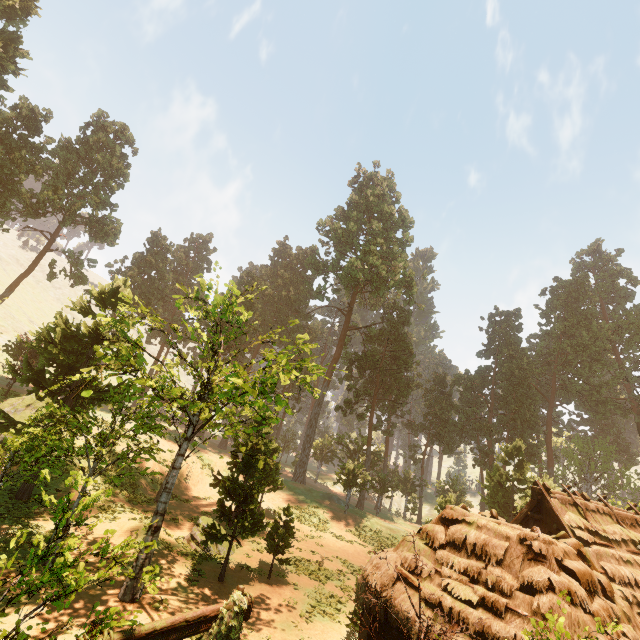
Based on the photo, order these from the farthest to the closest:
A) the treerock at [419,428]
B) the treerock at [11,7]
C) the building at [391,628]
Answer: the treerock at [11,7] < the treerock at [419,428] < the building at [391,628]

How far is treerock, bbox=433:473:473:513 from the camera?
22.9 meters

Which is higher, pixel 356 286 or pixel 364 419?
pixel 356 286

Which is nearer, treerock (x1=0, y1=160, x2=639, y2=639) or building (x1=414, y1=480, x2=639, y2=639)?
building (x1=414, y1=480, x2=639, y2=639)

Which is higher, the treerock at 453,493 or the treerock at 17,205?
the treerock at 17,205

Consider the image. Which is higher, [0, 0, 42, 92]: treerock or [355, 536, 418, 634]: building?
[0, 0, 42, 92]: treerock

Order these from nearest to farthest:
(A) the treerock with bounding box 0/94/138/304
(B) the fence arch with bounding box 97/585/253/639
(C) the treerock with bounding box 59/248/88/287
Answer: (B) the fence arch with bounding box 97/585/253/639 < (A) the treerock with bounding box 0/94/138/304 < (C) the treerock with bounding box 59/248/88/287
